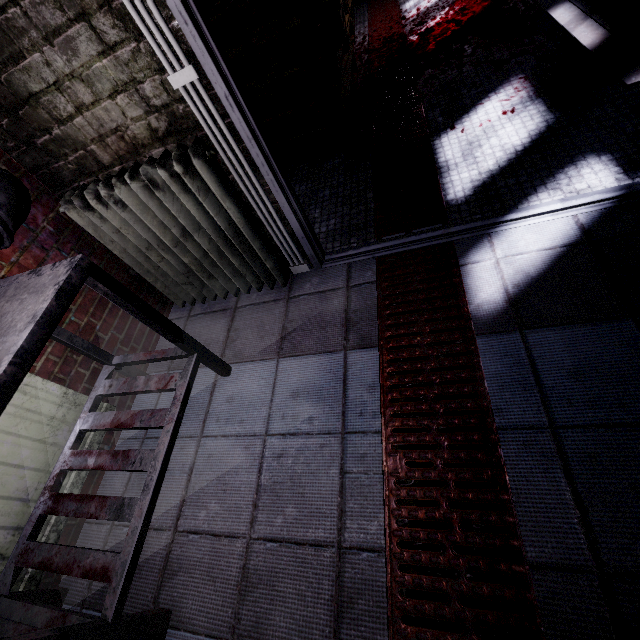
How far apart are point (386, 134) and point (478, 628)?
2.9m

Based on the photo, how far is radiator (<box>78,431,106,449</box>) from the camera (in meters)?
1.52

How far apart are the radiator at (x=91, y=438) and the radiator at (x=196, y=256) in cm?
73

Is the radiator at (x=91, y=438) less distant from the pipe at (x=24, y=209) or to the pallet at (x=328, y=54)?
the pipe at (x=24, y=209)

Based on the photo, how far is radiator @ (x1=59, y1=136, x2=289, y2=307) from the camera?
1.3 meters

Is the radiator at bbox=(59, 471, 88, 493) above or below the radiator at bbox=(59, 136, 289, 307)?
below

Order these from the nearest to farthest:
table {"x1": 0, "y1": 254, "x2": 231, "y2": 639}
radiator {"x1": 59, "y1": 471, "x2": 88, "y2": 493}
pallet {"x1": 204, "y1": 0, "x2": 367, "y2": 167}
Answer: table {"x1": 0, "y1": 254, "x2": 231, "y2": 639}, radiator {"x1": 59, "y1": 471, "x2": 88, "y2": 493}, pallet {"x1": 204, "y1": 0, "x2": 367, "y2": 167}
